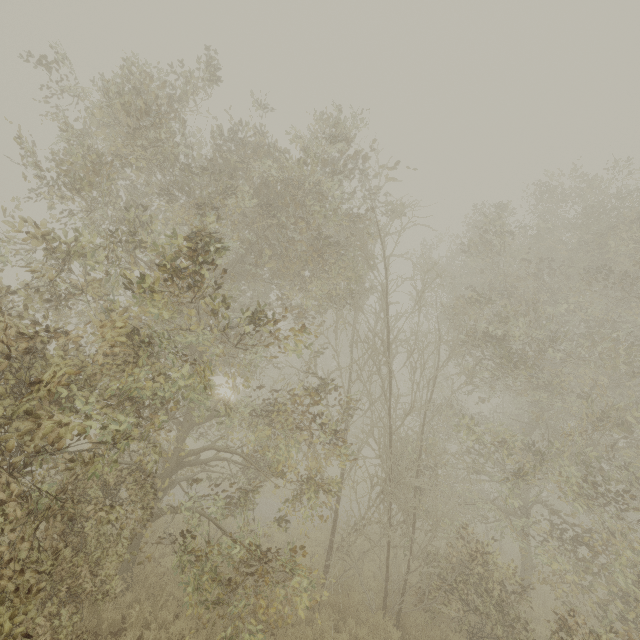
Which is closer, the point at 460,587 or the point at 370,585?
the point at 460,587
